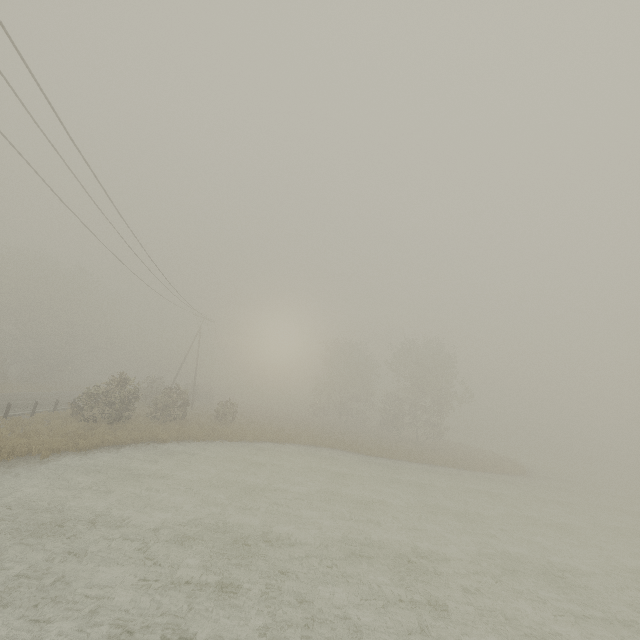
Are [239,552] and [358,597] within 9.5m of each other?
yes
